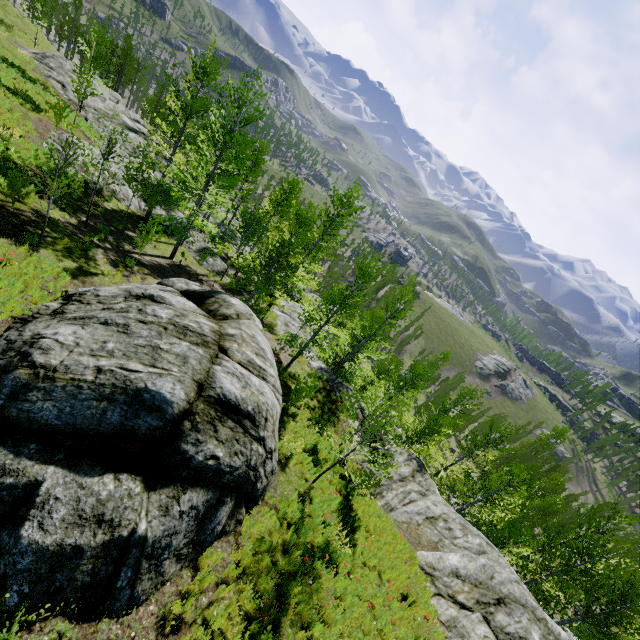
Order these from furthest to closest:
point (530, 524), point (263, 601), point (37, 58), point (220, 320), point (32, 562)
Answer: point (530, 524) → point (37, 58) → point (220, 320) → point (263, 601) → point (32, 562)

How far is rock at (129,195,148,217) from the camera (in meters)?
21.43

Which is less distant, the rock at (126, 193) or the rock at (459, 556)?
the rock at (459, 556)

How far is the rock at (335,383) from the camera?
20.0m

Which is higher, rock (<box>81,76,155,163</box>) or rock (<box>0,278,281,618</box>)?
rock (<box>0,278,281,618</box>)

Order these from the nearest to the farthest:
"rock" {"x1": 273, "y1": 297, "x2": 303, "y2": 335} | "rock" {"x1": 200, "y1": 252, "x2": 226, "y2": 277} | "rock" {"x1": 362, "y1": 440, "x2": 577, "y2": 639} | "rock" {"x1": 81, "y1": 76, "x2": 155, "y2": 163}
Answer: "rock" {"x1": 362, "y1": 440, "x2": 577, "y2": 639}, "rock" {"x1": 200, "y1": 252, "x2": 226, "y2": 277}, "rock" {"x1": 273, "y1": 297, "x2": 303, "y2": 335}, "rock" {"x1": 81, "y1": 76, "x2": 155, "y2": 163}

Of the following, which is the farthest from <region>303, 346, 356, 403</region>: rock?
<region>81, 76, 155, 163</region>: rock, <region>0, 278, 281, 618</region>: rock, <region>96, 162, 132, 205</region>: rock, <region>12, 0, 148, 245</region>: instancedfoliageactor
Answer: <region>81, 76, 155, 163</region>: rock

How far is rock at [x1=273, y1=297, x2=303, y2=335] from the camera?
23.6 meters
